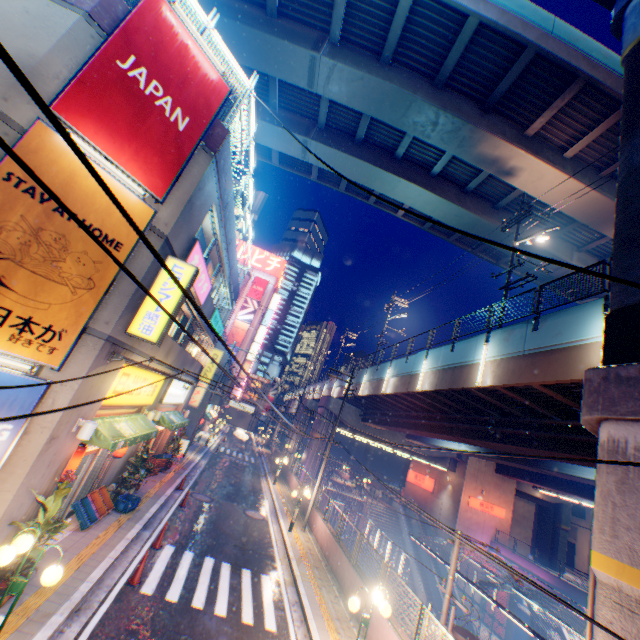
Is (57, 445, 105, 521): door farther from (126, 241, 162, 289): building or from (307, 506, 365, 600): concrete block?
(307, 506, 365, 600): concrete block

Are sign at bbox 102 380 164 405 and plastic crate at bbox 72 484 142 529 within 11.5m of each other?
yes

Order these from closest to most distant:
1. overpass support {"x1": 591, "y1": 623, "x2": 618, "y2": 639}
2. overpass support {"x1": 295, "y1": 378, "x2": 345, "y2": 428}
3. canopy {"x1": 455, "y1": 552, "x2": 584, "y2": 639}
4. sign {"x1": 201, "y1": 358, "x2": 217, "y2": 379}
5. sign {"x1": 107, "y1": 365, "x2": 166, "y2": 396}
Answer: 1. overpass support {"x1": 591, "y1": 623, "x2": 618, "y2": 639}
2. sign {"x1": 107, "y1": 365, "x2": 166, "y2": 396}
3. canopy {"x1": 455, "y1": 552, "x2": 584, "y2": 639}
4. sign {"x1": 201, "y1": 358, "x2": 217, "y2": 379}
5. overpass support {"x1": 295, "y1": 378, "x2": 345, "y2": 428}

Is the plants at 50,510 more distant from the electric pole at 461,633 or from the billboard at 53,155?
the electric pole at 461,633

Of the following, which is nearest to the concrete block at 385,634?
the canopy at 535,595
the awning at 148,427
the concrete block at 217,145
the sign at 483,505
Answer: the canopy at 535,595

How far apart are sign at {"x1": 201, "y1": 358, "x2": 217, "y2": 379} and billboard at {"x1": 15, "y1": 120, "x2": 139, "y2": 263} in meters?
16.0 m

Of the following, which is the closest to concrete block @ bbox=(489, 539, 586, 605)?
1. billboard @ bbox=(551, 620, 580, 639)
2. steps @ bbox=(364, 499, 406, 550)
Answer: billboard @ bbox=(551, 620, 580, 639)

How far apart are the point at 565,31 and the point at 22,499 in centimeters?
2701cm
